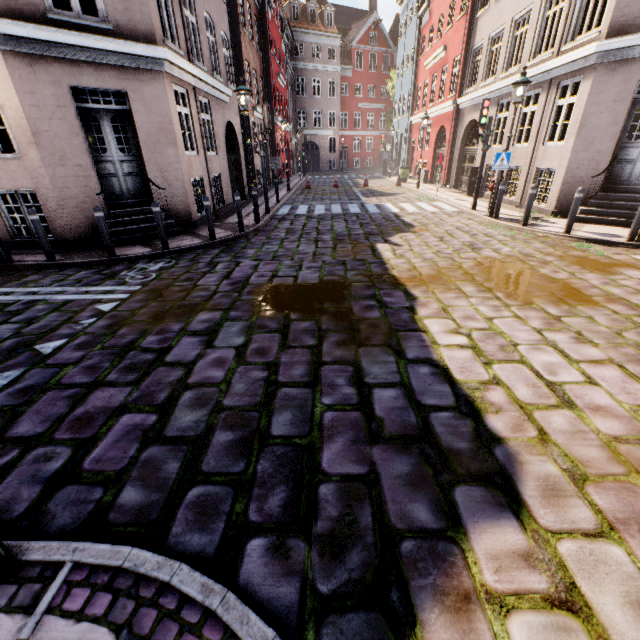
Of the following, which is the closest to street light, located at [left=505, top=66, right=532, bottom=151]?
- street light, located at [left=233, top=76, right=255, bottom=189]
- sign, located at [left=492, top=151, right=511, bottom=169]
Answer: sign, located at [left=492, top=151, right=511, bottom=169]

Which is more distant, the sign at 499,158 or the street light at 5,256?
the sign at 499,158

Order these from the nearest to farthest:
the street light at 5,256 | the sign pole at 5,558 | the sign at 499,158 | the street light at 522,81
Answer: the sign pole at 5,558, the street light at 5,256, the street light at 522,81, the sign at 499,158

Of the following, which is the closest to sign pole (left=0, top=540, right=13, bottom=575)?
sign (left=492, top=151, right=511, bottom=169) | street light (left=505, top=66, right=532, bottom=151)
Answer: street light (left=505, top=66, right=532, bottom=151)

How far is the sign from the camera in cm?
970

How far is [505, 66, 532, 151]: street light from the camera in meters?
8.9

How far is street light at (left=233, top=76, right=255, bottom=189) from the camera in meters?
9.1 m

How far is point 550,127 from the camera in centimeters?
1055cm
